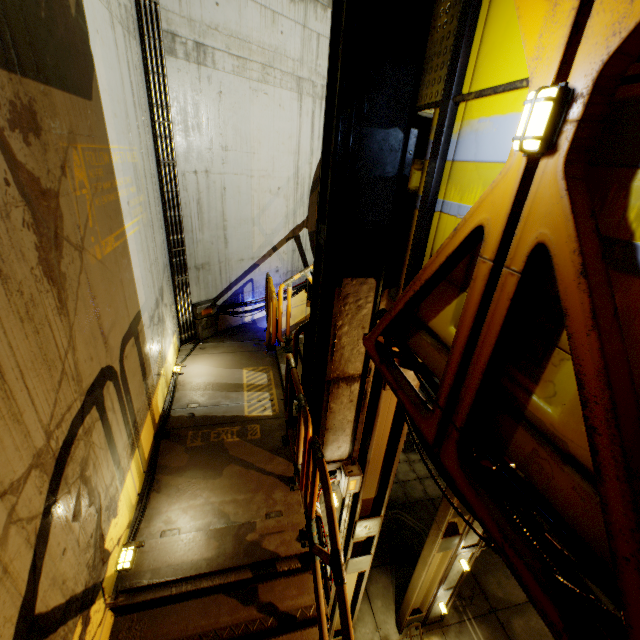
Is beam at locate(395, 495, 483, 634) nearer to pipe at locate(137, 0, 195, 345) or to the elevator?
the elevator

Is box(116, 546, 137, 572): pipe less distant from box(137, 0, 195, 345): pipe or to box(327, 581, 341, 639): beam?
box(327, 581, 341, 639): beam

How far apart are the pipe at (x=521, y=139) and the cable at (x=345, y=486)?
3.91m

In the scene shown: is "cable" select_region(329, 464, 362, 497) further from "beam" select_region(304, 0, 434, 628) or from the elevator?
the elevator

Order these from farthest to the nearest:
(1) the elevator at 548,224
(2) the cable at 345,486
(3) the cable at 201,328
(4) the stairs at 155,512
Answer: (3) the cable at 201,328, (2) the cable at 345,486, (4) the stairs at 155,512, (1) the elevator at 548,224

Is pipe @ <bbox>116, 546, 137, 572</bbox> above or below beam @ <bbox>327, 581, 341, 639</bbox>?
above

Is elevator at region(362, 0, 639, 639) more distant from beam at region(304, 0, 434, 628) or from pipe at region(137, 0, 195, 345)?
pipe at region(137, 0, 195, 345)

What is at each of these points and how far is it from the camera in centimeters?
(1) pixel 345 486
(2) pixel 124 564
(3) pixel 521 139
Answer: (1) cable, 417cm
(2) pipe, 306cm
(3) pipe, 113cm
